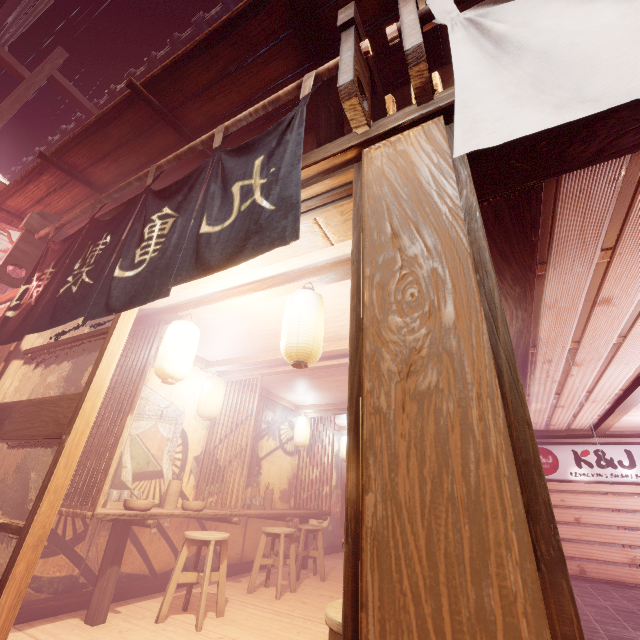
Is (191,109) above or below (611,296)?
above

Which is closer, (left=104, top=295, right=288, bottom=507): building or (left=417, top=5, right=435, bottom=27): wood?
(left=417, top=5, right=435, bottom=27): wood

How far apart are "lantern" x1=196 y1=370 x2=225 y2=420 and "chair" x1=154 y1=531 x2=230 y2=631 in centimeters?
255cm

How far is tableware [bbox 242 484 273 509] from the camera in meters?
9.5

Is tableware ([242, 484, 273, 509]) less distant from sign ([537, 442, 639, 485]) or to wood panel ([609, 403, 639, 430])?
wood panel ([609, 403, 639, 430])

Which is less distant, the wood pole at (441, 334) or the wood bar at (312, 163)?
the wood pole at (441, 334)

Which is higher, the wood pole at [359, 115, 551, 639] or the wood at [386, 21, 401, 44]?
the wood at [386, 21, 401, 44]

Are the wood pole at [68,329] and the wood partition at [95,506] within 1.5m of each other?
yes
